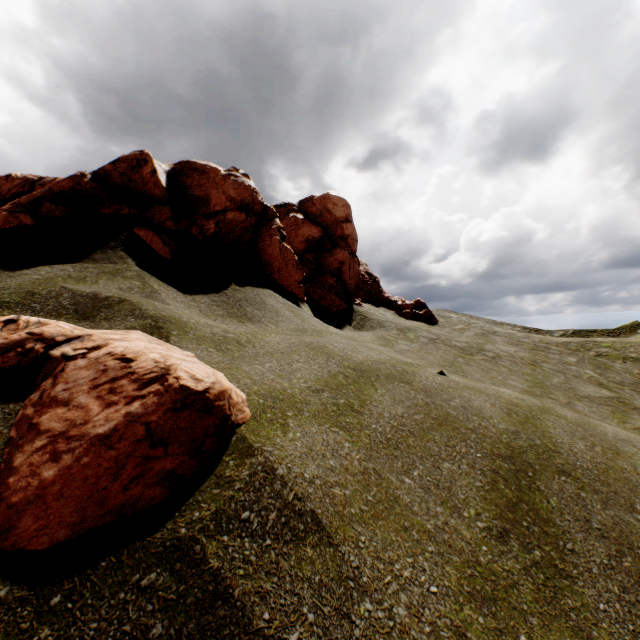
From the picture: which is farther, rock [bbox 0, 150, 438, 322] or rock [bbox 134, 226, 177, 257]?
rock [bbox 0, 150, 438, 322]

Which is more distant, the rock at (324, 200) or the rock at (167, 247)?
the rock at (324, 200)

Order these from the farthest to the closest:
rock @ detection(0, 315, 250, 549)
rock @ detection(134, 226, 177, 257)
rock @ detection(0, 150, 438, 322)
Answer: rock @ detection(0, 150, 438, 322) → rock @ detection(134, 226, 177, 257) → rock @ detection(0, 315, 250, 549)

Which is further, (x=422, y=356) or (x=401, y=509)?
(x=422, y=356)

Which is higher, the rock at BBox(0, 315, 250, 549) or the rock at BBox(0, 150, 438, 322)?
the rock at BBox(0, 150, 438, 322)

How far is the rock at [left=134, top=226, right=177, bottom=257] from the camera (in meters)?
10.48

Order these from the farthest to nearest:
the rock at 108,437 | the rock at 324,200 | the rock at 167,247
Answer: the rock at 324,200, the rock at 167,247, the rock at 108,437
